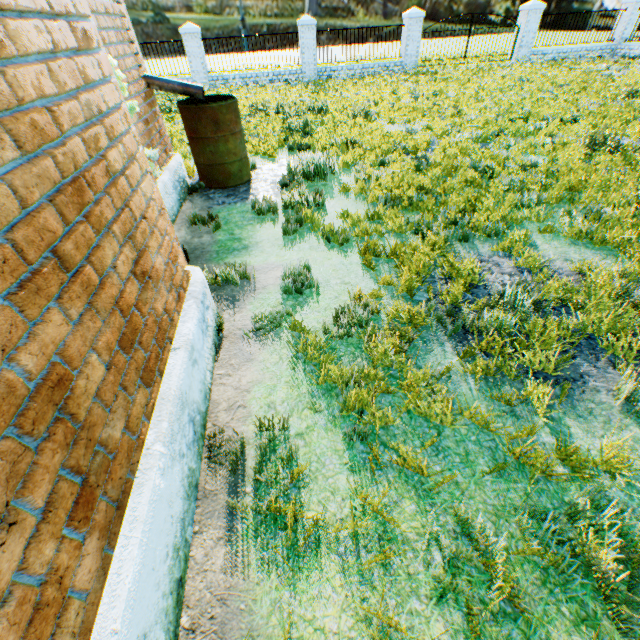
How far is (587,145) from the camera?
6.0 meters

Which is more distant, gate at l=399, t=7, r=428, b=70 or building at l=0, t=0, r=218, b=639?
gate at l=399, t=7, r=428, b=70

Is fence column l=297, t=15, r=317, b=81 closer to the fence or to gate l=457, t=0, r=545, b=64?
gate l=457, t=0, r=545, b=64

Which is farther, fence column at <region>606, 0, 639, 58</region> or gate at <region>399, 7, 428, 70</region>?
fence column at <region>606, 0, 639, 58</region>

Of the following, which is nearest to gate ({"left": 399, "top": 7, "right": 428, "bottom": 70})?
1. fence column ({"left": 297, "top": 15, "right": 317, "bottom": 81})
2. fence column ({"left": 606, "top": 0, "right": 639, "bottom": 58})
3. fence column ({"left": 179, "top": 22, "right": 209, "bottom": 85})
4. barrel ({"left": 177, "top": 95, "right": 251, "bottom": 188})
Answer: fence column ({"left": 297, "top": 15, "right": 317, "bottom": 81})

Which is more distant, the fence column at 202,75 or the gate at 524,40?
the gate at 524,40

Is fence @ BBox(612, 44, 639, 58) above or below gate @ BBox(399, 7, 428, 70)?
below

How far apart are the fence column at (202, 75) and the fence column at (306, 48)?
4.6m
